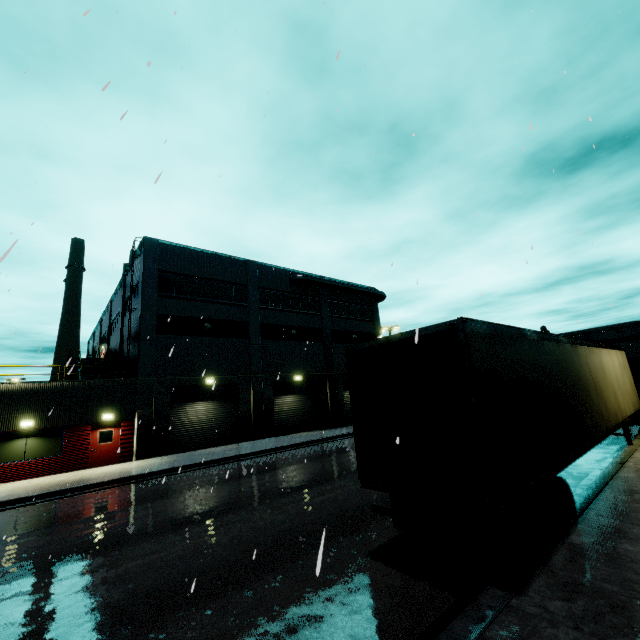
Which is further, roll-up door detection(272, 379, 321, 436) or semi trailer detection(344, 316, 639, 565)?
roll-up door detection(272, 379, 321, 436)

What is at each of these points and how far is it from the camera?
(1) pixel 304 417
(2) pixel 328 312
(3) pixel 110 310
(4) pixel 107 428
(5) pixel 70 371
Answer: (1) roll-up door, 28.4m
(2) building, 32.6m
(3) building, 34.3m
(4) door, 19.1m
(5) balcony, 4.7m

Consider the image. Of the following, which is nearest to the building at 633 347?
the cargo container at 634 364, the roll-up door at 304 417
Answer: the roll-up door at 304 417

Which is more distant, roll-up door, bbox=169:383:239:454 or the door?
roll-up door, bbox=169:383:239:454

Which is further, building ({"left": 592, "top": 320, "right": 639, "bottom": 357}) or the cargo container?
building ({"left": 592, "top": 320, "right": 639, "bottom": 357})

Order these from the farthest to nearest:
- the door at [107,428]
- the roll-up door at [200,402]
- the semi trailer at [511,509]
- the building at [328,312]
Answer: the roll-up door at [200,402] < the door at [107,428] < the building at [328,312] < the semi trailer at [511,509]

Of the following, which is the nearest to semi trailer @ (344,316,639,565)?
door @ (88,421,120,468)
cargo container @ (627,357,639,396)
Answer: cargo container @ (627,357,639,396)

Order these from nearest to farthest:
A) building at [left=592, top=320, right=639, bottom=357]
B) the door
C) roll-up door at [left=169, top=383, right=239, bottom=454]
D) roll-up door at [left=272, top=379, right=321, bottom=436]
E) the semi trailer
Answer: the semi trailer
the door
roll-up door at [left=169, top=383, right=239, bottom=454]
roll-up door at [left=272, top=379, right=321, bottom=436]
building at [left=592, top=320, right=639, bottom=357]
